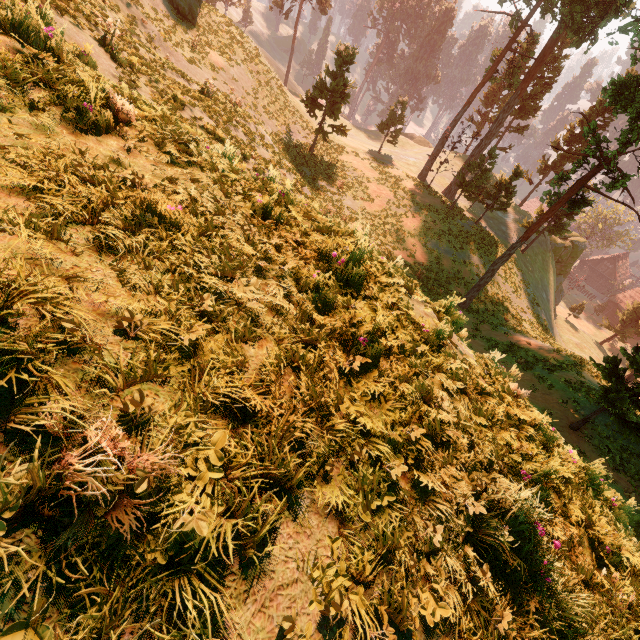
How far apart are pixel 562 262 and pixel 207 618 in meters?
54.2

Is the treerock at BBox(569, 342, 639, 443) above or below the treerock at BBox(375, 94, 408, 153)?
below

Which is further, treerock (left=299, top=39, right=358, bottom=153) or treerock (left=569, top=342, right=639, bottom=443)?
treerock (left=299, top=39, right=358, bottom=153)

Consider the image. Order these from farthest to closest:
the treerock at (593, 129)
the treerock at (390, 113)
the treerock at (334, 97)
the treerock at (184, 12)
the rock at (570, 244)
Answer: the rock at (570, 244) < the treerock at (390, 113) < the treerock at (334, 97) < the treerock at (184, 12) < the treerock at (593, 129)

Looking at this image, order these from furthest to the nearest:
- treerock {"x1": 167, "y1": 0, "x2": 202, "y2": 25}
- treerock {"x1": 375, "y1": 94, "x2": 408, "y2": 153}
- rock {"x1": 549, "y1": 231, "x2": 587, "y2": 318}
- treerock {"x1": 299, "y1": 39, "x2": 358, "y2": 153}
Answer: rock {"x1": 549, "y1": 231, "x2": 587, "y2": 318}
treerock {"x1": 375, "y1": 94, "x2": 408, "y2": 153}
treerock {"x1": 299, "y1": 39, "x2": 358, "y2": 153}
treerock {"x1": 167, "y1": 0, "x2": 202, "y2": 25}

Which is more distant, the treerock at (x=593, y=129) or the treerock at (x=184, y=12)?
the treerock at (x=184, y=12)
